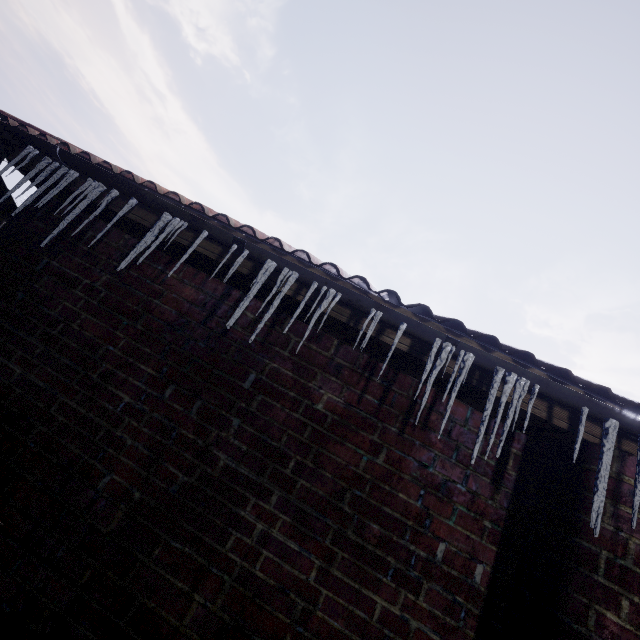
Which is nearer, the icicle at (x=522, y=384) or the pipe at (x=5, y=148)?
the icicle at (x=522, y=384)

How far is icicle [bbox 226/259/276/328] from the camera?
1.2 meters

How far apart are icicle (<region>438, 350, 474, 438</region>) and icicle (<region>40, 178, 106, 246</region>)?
1.54m

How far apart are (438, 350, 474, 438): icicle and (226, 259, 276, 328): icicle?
0.60m

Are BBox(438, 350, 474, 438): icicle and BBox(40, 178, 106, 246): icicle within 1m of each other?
no

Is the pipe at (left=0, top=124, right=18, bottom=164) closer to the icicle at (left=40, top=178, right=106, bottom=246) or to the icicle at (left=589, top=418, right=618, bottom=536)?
the icicle at (left=40, top=178, right=106, bottom=246)

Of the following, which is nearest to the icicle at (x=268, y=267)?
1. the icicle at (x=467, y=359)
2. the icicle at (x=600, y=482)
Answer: the icicle at (x=467, y=359)

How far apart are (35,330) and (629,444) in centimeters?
252cm
